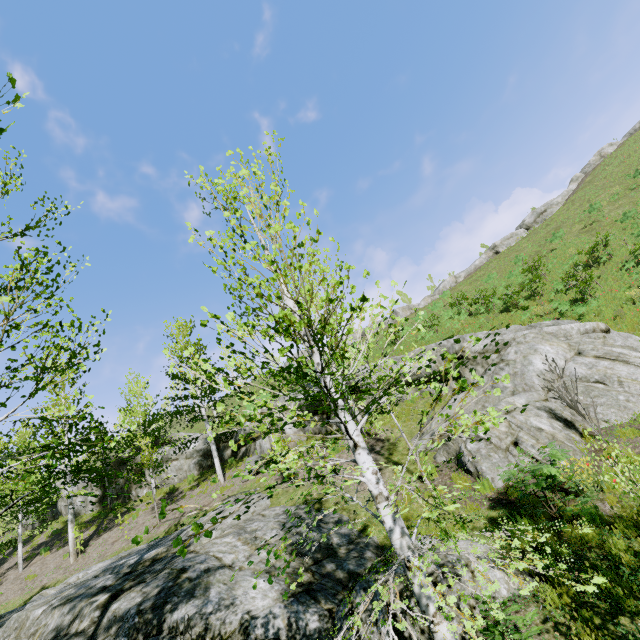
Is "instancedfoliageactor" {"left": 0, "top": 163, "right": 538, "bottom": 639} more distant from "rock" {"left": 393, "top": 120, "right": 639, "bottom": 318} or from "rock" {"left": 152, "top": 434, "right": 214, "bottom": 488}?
"rock" {"left": 393, "top": 120, "right": 639, "bottom": 318}

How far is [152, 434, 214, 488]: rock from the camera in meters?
22.1 m

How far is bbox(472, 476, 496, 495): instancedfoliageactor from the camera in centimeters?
443cm

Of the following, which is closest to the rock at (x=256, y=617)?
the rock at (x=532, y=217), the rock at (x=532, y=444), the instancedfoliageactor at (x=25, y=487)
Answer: the instancedfoliageactor at (x=25, y=487)

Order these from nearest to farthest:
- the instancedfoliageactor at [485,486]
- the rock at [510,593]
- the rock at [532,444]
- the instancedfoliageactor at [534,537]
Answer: the instancedfoliageactor at [534,537] → the instancedfoliageactor at [485,486] → the rock at [510,593] → the rock at [532,444]

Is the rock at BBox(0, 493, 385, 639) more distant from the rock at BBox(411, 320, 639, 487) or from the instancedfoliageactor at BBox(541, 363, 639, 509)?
the rock at BBox(411, 320, 639, 487)

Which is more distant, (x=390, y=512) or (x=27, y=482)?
(x=27, y=482)
